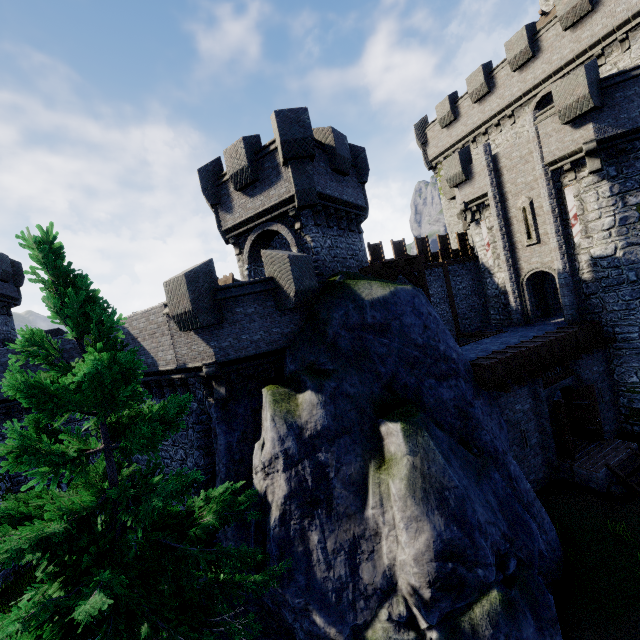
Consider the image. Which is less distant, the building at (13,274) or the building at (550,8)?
the building at (13,274)

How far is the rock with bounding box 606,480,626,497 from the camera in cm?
1199

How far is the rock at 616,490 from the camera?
12.0 meters

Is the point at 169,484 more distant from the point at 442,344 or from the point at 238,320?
the point at 442,344

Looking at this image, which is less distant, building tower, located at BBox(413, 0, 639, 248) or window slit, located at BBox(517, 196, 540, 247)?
building tower, located at BBox(413, 0, 639, 248)

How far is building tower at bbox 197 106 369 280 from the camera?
12.92m

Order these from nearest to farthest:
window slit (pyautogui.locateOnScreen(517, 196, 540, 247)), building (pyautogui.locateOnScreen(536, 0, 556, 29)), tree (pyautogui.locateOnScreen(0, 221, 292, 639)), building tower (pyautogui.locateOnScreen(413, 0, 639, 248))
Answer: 1. tree (pyautogui.locateOnScreen(0, 221, 292, 639))
2. building tower (pyautogui.locateOnScreen(413, 0, 639, 248))
3. window slit (pyautogui.locateOnScreen(517, 196, 540, 247))
4. building (pyautogui.locateOnScreen(536, 0, 556, 29))

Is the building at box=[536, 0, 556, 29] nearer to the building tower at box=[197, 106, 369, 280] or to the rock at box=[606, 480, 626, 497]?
the building tower at box=[197, 106, 369, 280]
